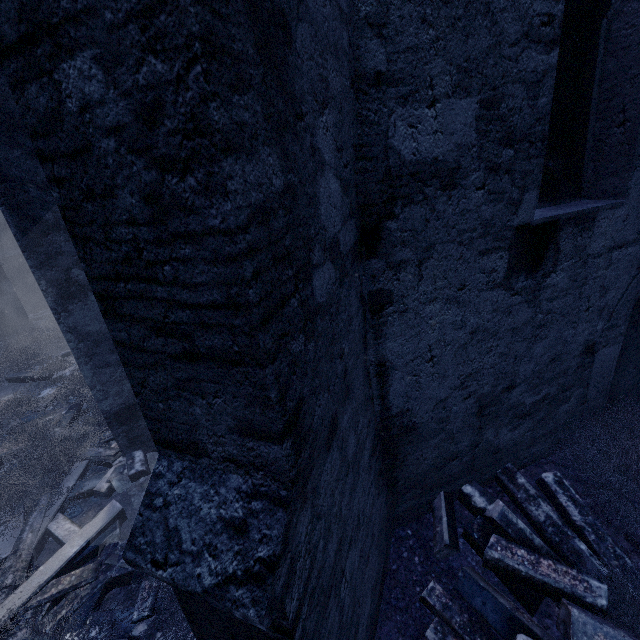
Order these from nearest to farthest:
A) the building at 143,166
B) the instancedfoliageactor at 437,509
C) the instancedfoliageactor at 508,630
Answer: the building at 143,166, the instancedfoliageactor at 508,630, the instancedfoliageactor at 437,509

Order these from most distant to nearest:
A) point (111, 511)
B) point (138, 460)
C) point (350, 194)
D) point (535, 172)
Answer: point (138, 460), point (111, 511), point (535, 172), point (350, 194)

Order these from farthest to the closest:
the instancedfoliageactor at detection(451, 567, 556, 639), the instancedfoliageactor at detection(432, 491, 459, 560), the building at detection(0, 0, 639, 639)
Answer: the instancedfoliageactor at detection(432, 491, 459, 560)
the instancedfoliageactor at detection(451, 567, 556, 639)
the building at detection(0, 0, 639, 639)

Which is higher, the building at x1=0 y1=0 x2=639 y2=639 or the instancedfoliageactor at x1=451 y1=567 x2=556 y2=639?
the building at x1=0 y1=0 x2=639 y2=639

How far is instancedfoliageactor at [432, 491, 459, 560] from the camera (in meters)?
2.88

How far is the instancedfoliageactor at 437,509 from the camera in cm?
288

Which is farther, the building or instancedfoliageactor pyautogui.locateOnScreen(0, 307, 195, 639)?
instancedfoliageactor pyautogui.locateOnScreen(0, 307, 195, 639)
